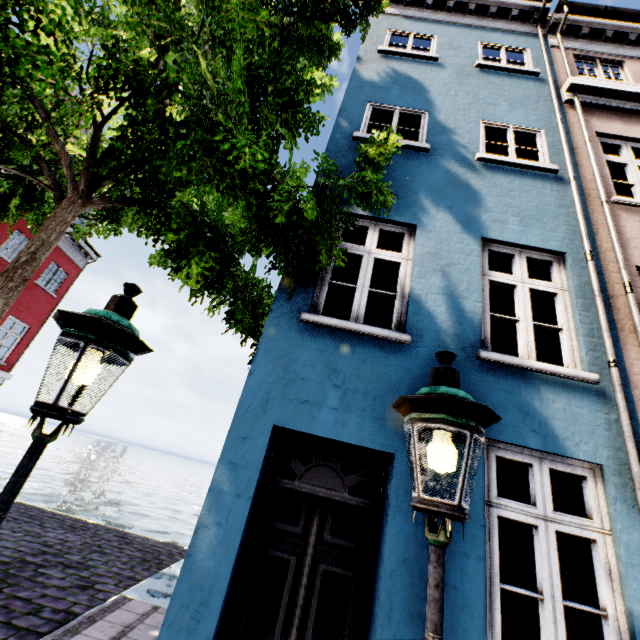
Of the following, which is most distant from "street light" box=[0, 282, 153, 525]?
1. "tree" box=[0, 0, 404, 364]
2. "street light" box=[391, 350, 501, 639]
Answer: "street light" box=[391, 350, 501, 639]

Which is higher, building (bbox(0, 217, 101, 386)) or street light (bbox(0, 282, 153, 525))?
building (bbox(0, 217, 101, 386))

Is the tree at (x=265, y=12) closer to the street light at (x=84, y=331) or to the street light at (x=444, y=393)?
the street light at (x=84, y=331)

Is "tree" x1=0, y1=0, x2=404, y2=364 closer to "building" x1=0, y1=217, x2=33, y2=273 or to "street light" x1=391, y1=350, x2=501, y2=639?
"building" x1=0, y1=217, x2=33, y2=273

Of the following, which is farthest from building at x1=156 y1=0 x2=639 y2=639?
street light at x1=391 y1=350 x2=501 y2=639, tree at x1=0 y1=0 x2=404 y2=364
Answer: street light at x1=391 y1=350 x2=501 y2=639

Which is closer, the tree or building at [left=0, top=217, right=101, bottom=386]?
the tree

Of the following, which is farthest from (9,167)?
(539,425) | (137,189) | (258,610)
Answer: (539,425)
